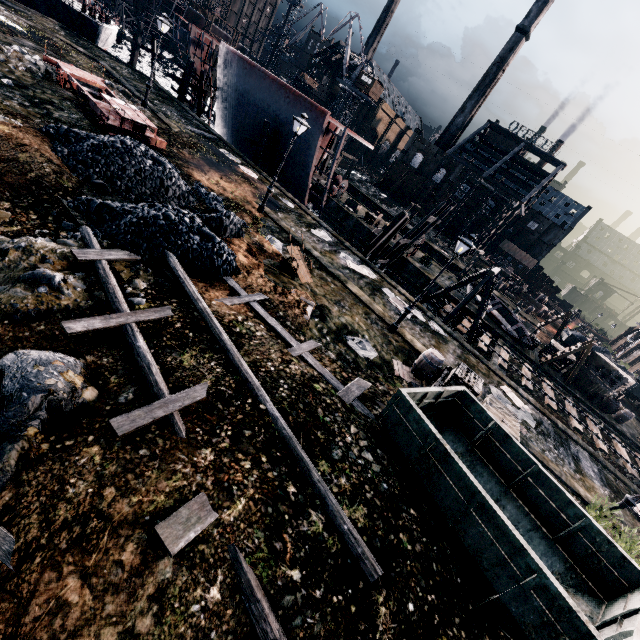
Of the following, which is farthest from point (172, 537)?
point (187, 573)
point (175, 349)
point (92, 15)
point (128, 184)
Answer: point (92, 15)

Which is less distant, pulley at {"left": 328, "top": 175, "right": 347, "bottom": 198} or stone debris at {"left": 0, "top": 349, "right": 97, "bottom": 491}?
stone debris at {"left": 0, "top": 349, "right": 97, "bottom": 491}

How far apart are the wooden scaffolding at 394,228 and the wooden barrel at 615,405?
24.60m

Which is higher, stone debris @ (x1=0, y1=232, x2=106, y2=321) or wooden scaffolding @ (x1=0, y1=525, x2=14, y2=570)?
stone debris @ (x1=0, y1=232, x2=106, y2=321)

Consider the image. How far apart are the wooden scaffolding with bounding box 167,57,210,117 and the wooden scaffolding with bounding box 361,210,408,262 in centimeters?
2446cm

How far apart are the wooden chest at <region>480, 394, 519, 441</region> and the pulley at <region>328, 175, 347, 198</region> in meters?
30.8

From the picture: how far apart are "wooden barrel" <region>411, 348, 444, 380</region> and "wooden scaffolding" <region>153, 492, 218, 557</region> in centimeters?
1031cm

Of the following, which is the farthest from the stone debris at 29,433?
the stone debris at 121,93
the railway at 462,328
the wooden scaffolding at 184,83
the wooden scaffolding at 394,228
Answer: the wooden scaffolding at 184,83
